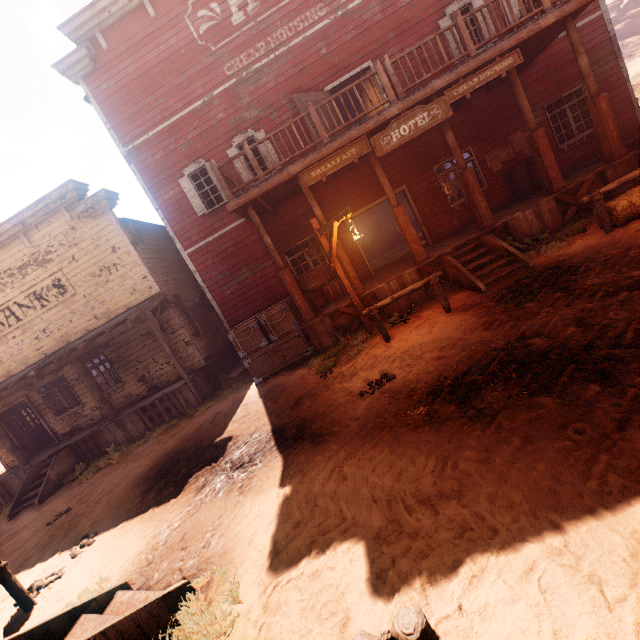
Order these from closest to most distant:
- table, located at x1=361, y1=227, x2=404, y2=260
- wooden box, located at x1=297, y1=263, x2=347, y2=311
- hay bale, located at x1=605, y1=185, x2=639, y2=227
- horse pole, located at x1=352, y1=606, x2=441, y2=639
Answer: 1. horse pole, located at x1=352, y1=606, x2=441, y2=639
2. hay bale, located at x1=605, y1=185, x2=639, y2=227
3. wooden box, located at x1=297, y1=263, x2=347, y2=311
4. table, located at x1=361, y1=227, x2=404, y2=260

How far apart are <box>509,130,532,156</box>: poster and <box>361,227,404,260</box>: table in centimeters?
919cm

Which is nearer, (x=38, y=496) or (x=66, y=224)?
(x=38, y=496)

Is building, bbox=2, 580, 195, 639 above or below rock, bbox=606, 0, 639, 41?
below

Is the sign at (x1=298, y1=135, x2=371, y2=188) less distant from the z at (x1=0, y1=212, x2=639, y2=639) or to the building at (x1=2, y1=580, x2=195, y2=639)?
the building at (x1=2, y1=580, x2=195, y2=639)

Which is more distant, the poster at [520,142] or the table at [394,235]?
the table at [394,235]

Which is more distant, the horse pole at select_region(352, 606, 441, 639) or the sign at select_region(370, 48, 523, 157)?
the sign at select_region(370, 48, 523, 157)

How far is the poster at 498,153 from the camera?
10.9m
